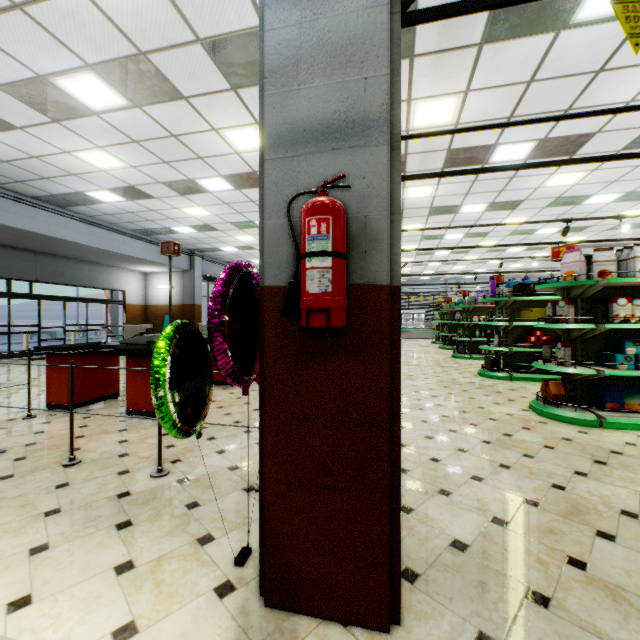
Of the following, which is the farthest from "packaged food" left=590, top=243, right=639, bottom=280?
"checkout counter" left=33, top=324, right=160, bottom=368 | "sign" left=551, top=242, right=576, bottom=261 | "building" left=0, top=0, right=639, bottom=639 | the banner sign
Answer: "checkout counter" left=33, top=324, right=160, bottom=368

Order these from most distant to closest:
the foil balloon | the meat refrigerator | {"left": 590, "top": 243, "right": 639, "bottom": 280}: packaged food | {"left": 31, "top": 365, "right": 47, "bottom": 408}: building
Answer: the meat refrigerator < {"left": 31, "top": 365, "right": 47, "bottom": 408}: building < {"left": 590, "top": 243, "right": 639, "bottom": 280}: packaged food < the foil balloon

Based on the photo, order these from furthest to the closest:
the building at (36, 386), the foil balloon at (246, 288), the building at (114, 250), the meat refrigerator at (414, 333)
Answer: the meat refrigerator at (414, 333) < the building at (114, 250) < the building at (36, 386) < the foil balloon at (246, 288)

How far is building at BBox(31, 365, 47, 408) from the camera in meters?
5.3 m

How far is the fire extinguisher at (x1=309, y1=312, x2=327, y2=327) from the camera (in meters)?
1.29

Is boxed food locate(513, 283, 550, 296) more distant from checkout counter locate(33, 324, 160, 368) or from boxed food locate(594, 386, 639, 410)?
checkout counter locate(33, 324, 160, 368)

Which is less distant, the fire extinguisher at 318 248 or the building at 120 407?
the fire extinguisher at 318 248

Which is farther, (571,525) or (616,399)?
(616,399)
